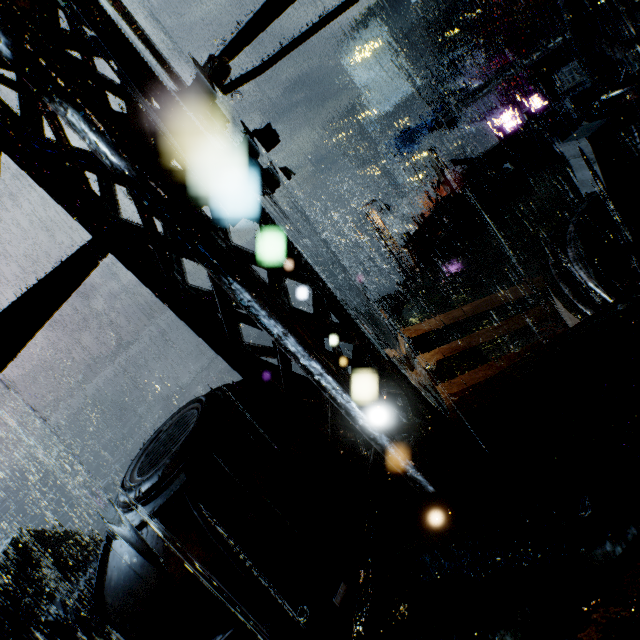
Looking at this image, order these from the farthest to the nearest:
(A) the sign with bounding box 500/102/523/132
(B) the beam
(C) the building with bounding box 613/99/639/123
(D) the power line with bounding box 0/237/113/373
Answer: (A) the sign with bounding box 500/102/523/132
(B) the beam
(C) the building with bounding box 613/99/639/123
(D) the power line with bounding box 0/237/113/373

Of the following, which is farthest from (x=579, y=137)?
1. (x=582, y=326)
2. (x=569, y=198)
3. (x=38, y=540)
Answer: (x=38, y=540)

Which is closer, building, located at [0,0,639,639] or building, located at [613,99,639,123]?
building, located at [0,0,639,639]

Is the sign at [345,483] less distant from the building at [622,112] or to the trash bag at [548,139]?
the building at [622,112]

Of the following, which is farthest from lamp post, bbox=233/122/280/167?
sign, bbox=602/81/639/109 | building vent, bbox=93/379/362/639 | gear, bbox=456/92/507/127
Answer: gear, bbox=456/92/507/127

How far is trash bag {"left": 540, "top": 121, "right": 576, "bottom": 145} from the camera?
13.4 meters

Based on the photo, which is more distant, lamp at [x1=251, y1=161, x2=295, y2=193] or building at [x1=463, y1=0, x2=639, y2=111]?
building at [x1=463, y1=0, x2=639, y2=111]

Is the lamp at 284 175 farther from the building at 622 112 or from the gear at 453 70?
the gear at 453 70
